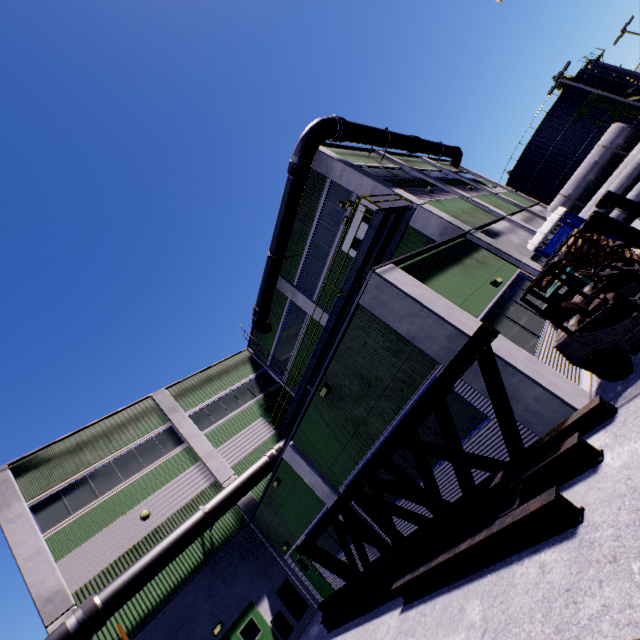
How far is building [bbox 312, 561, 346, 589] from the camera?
13.6m

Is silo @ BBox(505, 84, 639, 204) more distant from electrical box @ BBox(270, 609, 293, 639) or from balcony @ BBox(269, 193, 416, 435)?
electrical box @ BBox(270, 609, 293, 639)

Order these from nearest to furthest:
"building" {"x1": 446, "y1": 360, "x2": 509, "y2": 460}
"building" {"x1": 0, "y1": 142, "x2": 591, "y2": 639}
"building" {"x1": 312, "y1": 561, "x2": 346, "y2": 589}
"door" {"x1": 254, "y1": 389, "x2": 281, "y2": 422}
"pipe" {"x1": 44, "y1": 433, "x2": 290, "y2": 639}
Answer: "building" {"x1": 446, "y1": 360, "x2": 509, "y2": 460}, "building" {"x1": 0, "y1": 142, "x2": 591, "y2": 639}, "pipe" {"x1": 44, "y1": 433, "x2": 290, "y2": 639}, "building" {"x1": 312, "y1": 561, "x2": 346, "y2": 589}, "door" {"x1": 254, "y1": 389, "x2": 281, "y2": 422}

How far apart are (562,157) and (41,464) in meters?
60.8 m

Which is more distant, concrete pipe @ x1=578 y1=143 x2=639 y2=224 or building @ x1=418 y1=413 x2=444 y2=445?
concrete pipe @ x1=578 y1=143 x2=639 y2=224

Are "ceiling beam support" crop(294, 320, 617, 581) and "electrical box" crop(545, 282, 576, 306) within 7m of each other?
yes

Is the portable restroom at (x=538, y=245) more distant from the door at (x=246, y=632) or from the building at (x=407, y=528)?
the door at (x=246, y=632)

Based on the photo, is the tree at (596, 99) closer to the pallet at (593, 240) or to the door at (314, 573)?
the pallet at (593, 240)
